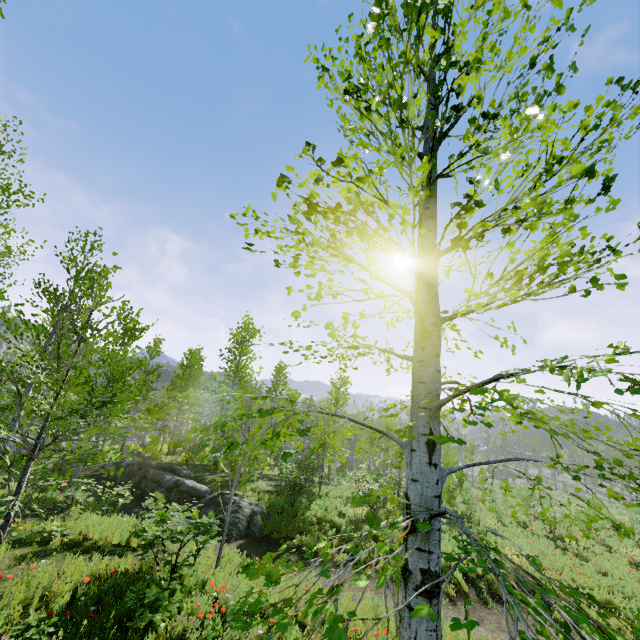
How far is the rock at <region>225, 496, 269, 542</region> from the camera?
12.32m

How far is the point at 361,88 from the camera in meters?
1.4

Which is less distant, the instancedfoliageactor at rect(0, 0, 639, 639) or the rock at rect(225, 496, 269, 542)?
the instancedfoliageactor at rect(0, 0, 639, 639)

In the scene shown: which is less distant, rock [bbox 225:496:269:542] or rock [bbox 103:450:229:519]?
rock [bbox 225:496:269:542]

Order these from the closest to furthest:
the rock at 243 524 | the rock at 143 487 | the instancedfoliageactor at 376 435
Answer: the instancedfoliageactor at 376 435 → the rock at 243 524 → the rock at 143 487

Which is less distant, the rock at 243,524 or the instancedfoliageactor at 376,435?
the instancedfoliageactor at 376,435

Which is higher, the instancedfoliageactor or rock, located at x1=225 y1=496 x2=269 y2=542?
the instancedfoliageactor

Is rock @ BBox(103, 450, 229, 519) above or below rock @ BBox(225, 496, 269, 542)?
above
